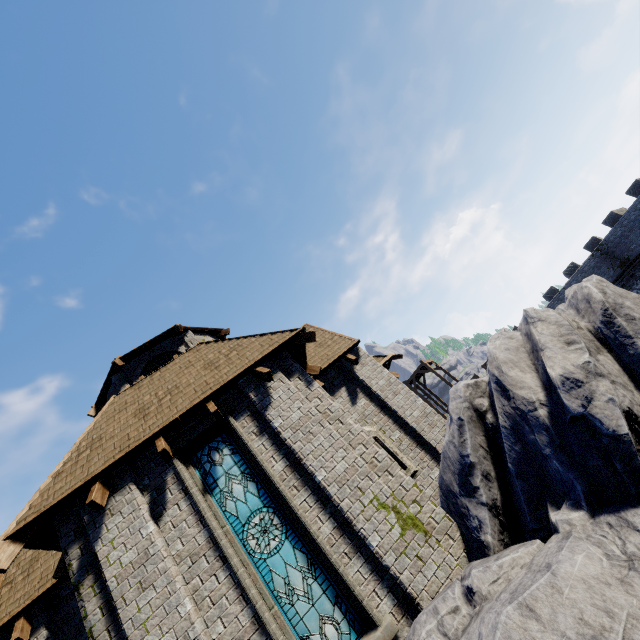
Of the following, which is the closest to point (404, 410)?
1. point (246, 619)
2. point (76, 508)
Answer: point (246, 619)

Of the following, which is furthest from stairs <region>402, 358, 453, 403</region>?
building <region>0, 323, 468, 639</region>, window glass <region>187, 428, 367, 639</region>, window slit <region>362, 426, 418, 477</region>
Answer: window glass <region>187, 428, 367, 639</region>

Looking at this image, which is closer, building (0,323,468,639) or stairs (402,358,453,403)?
building (0,323,468,639)

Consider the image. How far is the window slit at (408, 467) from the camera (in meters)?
9.53

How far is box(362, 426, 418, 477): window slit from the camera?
9.53m

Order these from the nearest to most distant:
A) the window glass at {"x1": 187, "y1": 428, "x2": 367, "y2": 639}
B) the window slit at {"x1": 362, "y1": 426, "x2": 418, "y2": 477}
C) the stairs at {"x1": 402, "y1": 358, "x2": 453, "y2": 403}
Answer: the window glass at {"x1": 187, "y1": 428, "x2": 367, "y2": 639} → the window slit at {"x1": 362, "y1": 426, "x2": 418, "y2": 477} → the stairs at {"x1": 402, "y1": 358, "x2": 453, "y2": 403}

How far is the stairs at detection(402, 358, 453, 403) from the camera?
33.66m

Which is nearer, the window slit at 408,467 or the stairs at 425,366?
the window slit at 408,467
